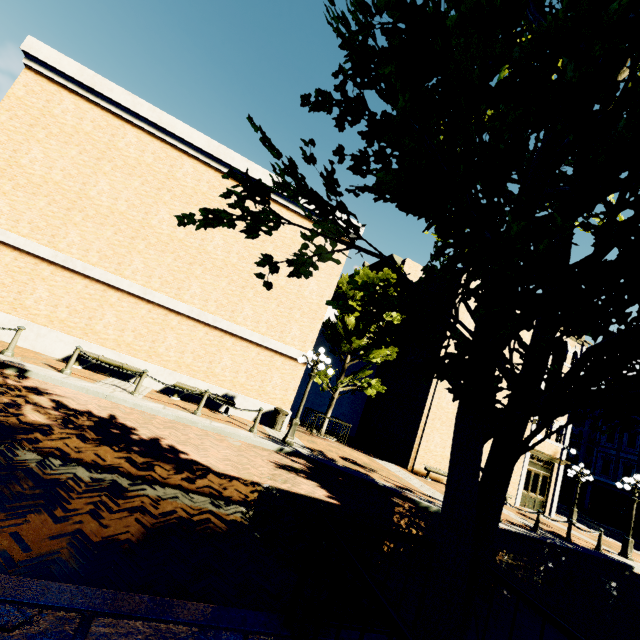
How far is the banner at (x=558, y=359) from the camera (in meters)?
19.11

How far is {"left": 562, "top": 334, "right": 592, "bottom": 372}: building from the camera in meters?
20.7 m

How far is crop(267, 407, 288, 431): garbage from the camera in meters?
13.2 m

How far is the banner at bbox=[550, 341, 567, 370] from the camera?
19.1 meters

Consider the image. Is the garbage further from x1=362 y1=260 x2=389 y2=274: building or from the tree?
x1=362 y1=260 x2=389 y2=274: building

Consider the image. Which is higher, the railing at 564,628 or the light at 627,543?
the railing at 564,628

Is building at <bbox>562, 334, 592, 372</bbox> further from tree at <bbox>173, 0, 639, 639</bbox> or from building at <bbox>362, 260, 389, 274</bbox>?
building at <bbox>362, 260, 389, 274</bbox>

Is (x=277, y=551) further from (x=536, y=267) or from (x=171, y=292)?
(x=171, y=292)
